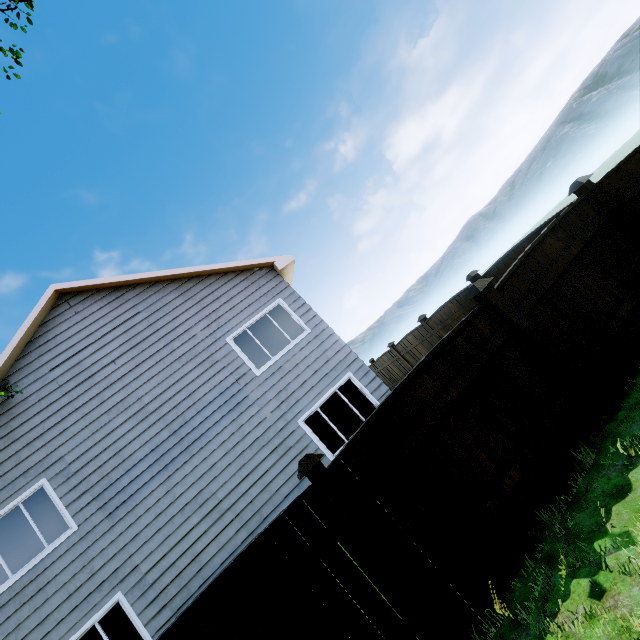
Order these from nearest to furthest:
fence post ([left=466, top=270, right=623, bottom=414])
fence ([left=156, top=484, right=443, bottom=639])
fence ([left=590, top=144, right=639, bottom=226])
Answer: fence ([left=156, top=484, right=443, bottom=639])
fence post ([left=466, top=270, right=623, bottom=414])
fence ([left=590, top=144, right=639, bottom=226])

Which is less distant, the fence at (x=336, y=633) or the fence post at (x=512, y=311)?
the fence at (x=336, y=633)

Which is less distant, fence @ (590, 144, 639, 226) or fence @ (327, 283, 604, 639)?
fence @ (327, 283, 604, 639)

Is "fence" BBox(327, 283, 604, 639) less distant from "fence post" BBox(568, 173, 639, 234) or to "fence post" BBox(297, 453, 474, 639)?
"fence post" BBox(297, 453, 474, 639)

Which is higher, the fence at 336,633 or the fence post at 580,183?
the fence post at 580,183

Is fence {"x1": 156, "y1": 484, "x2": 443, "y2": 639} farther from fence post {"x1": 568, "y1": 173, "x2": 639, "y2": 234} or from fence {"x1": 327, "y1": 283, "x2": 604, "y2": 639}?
fence post {"x1": 568, "y1": 173, "x2": 639, "y2": 234}

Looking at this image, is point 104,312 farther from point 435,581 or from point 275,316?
point 435,581

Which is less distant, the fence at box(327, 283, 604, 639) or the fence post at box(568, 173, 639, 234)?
the fence at box(327, 283, 604, 639)
